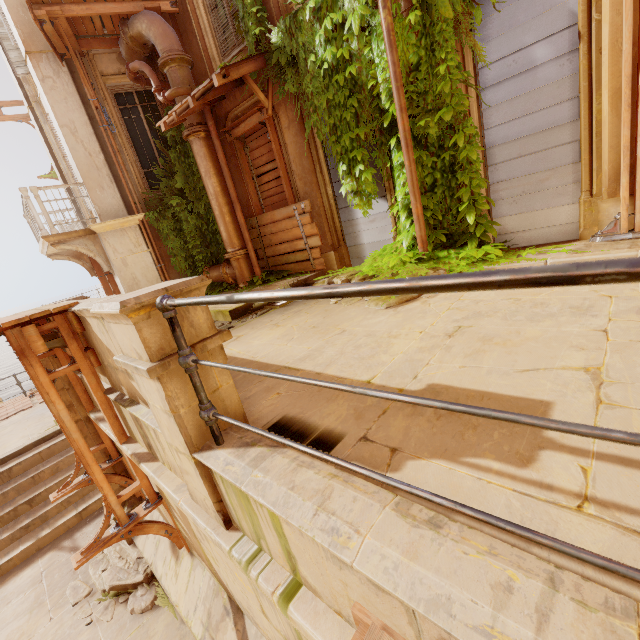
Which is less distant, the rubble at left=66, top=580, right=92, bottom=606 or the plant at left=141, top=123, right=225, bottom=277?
the rubble at left=66, top=580, right=92, bottom=606

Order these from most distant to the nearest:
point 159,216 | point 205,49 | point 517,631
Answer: point 159,216
point 205,49
point 517,631

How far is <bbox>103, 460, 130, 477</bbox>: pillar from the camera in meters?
5.4

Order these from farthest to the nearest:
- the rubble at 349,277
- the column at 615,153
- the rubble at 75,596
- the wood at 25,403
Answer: the wood at 25,403 → the rubble at 349,277 → the rubble at 75,596 → the column at 615,153

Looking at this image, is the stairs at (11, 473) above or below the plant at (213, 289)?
below

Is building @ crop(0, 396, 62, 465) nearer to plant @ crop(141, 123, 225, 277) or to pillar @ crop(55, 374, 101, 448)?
plant @ crop(141, 123, 225, 277)

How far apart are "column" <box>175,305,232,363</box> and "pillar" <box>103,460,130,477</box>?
3.43m

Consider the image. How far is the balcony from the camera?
7.7 meters
